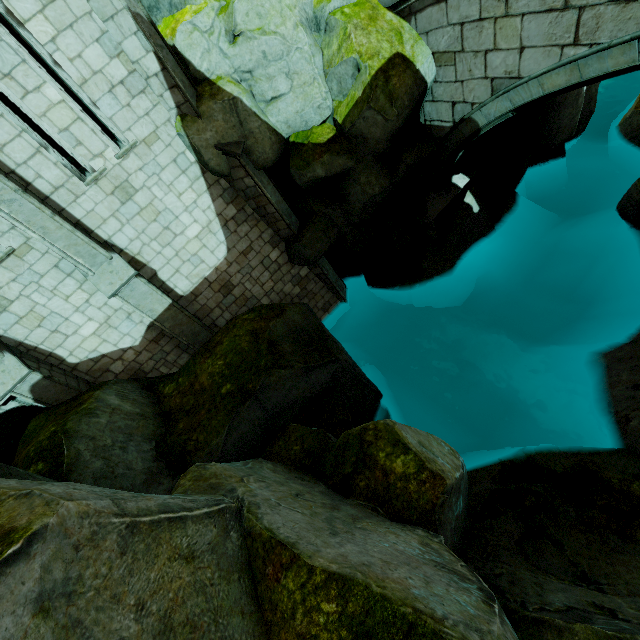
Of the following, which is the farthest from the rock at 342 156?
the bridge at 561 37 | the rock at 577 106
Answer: the rock at 577 106

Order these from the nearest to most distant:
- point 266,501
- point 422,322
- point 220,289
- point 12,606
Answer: point 12,606 → point 266,501 → point 220,289 → point 422,322

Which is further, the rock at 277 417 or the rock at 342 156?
the rock at 342 156

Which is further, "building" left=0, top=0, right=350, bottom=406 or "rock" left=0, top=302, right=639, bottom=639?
"building" left=0, top=0, right=350, bottom=406

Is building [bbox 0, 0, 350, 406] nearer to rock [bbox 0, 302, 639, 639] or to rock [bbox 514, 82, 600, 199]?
rock [bbox 0, 302, 639, 639]

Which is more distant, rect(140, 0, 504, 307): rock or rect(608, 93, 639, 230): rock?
rect(608, 93, 639, 230): rock

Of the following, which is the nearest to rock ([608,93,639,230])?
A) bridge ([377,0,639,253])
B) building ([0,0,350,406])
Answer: bridge ([377,0,639,253])

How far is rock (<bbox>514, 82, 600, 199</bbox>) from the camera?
10.11m
